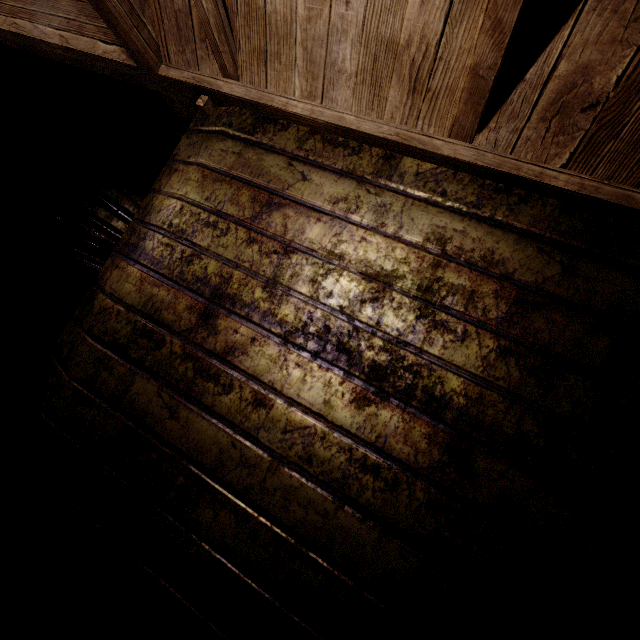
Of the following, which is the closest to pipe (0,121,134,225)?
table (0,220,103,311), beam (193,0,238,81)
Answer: table (0,220,103,311)

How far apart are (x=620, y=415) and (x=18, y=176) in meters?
5.5

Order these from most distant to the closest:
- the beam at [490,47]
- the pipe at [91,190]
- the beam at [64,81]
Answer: the pipe at [91,190], the beam at [64,81], the beam at [490,47]

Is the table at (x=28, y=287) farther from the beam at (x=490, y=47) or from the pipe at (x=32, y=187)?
the beam at (x=490, y=47)

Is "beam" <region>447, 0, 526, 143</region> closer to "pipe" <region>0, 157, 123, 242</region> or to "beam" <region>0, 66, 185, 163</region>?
"beam" <region>0, 66, 185, 163</region>

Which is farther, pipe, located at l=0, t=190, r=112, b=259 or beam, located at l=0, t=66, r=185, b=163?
pipe, located at l=0, t=190, r=112, b=259

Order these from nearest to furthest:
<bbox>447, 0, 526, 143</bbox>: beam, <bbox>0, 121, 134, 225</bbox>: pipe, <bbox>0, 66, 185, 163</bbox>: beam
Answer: <bbox>447, 0, 526, 143</bbox>: beam
<bbox>0, 66, 185, 163</bbox>: beam
<bbox>0, 121, 134, 225</bbox>: pipe

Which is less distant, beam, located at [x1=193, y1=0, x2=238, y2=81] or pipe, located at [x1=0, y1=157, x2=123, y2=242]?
beam, located at [x1=193, y1=0, x2=238, y2=81]
